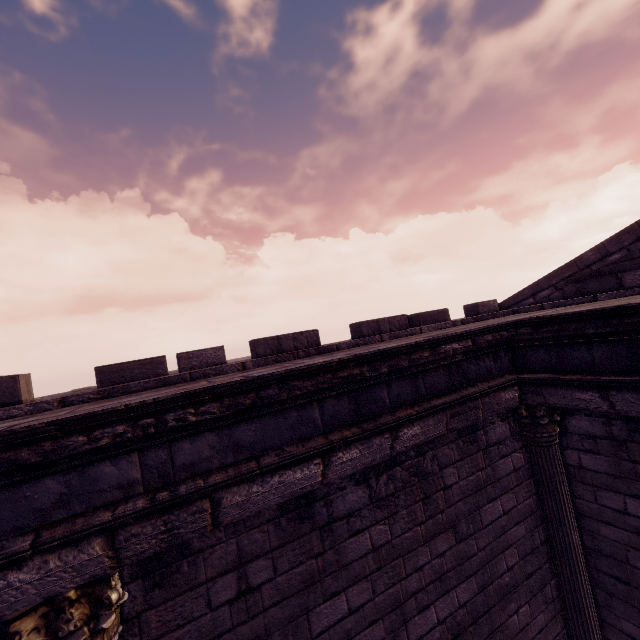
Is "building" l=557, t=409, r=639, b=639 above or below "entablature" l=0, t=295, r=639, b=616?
below

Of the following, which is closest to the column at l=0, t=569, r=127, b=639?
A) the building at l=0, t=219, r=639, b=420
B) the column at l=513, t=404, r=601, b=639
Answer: the building at l=0, t=219, r=639, b=420

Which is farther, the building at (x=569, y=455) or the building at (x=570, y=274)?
the building at (x=569, y=455)

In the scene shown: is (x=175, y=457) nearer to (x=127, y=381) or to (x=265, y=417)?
(x=265, y=417)

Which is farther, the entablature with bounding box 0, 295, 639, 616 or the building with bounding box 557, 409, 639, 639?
the building with bounding box 557, 409, 639, 639

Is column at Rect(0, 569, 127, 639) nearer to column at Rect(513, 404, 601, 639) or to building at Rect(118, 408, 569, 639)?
building at Rect(118, 408, 569, 639)

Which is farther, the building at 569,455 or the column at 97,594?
the building at 569,455

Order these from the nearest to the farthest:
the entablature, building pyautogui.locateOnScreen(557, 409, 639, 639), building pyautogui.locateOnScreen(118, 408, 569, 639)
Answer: the entablature
building pyautogui.locateOnScreen(118, 408, 569, 639)
building pyautogui.locateOnScreen(557, 409, 639, 639)
